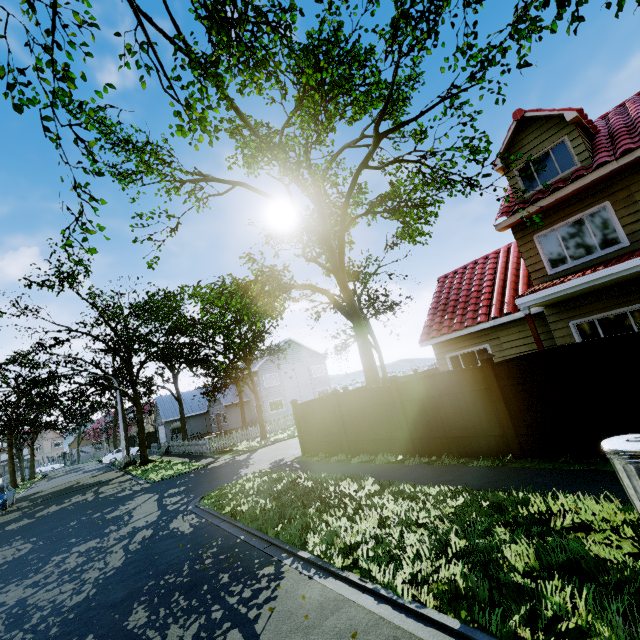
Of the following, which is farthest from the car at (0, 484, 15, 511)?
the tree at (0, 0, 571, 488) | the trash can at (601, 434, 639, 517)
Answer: the trash can at (601, 434, 639, 517)

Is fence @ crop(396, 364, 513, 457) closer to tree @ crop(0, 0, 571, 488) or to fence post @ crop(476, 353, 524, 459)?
fence post @ crop(476, 353, 524, 459)

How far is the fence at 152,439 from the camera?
37.0 meters

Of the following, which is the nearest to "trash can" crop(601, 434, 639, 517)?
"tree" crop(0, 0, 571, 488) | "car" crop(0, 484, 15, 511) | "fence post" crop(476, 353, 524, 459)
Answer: "fence post" crop(476, 353, 524, 459)

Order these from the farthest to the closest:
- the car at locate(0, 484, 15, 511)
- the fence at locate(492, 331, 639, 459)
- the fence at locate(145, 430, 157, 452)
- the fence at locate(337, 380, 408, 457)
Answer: the fence at locate(145, 430, 157, 452) < the car at locate(0, 484, 15, 511) < the fence at locate(337, 380, 408, 457) < the fence at locate(492, 331, 639, 459)

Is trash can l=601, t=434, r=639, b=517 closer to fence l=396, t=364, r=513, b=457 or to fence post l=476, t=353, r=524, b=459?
fence l=396, t=364, r=513, b=457

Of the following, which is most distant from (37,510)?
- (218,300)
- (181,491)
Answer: (218,300)

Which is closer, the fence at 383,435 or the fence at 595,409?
the fence at 595,409
